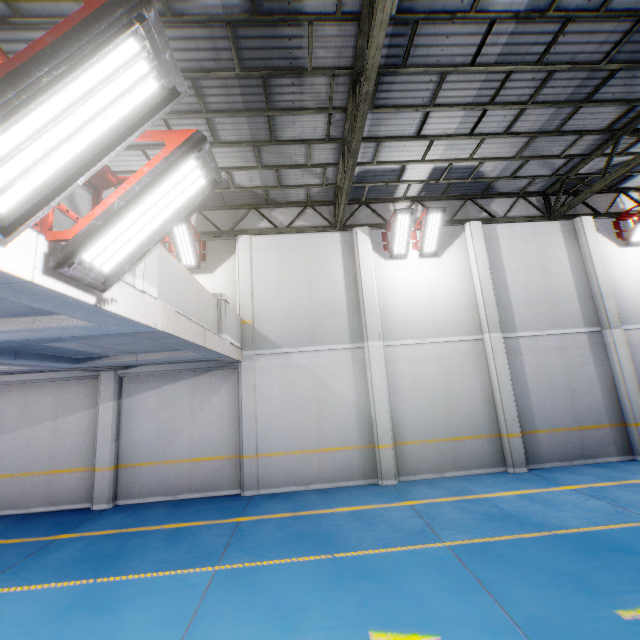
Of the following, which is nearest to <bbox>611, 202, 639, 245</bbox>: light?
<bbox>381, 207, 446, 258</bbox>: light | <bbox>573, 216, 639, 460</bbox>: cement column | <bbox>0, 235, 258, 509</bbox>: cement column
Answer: <bbox>573, 216, 639, 460</bbox>: cement column

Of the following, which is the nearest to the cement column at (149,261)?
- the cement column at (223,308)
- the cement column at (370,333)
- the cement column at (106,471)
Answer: the cement column at (223,308)

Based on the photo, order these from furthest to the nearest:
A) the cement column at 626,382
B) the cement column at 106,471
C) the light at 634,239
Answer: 1. the light at 634,239
2. the cement column at 626,382
3. the cement column at 106,471

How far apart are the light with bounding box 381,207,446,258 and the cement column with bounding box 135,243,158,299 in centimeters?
719cm

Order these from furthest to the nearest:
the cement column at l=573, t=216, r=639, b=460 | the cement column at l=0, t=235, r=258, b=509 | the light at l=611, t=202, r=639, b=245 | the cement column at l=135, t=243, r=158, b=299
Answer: the light at l=611, t=202, r=639, b=245 → the cement column at l=573, t=216, r=639, b=460 → the cement column at l=0, t=235, r=258, b=509 → the cement column at l=135, t=243, r=158, b=299

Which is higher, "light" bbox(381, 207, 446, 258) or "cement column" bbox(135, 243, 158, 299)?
"light" bbox(381, 207, 446, 258)

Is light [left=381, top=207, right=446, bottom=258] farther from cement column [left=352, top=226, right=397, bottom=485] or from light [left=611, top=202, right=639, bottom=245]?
light [left=611, top=202, right=639, bottom=245]

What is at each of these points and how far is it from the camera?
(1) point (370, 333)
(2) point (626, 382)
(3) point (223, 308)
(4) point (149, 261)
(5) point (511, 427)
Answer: (1) cement column, 9.99m
(2) cement column, 10.01m
(3) cement column, 8.02m
(4) cement column, 4.12m
(5) cement column, 9.59m
